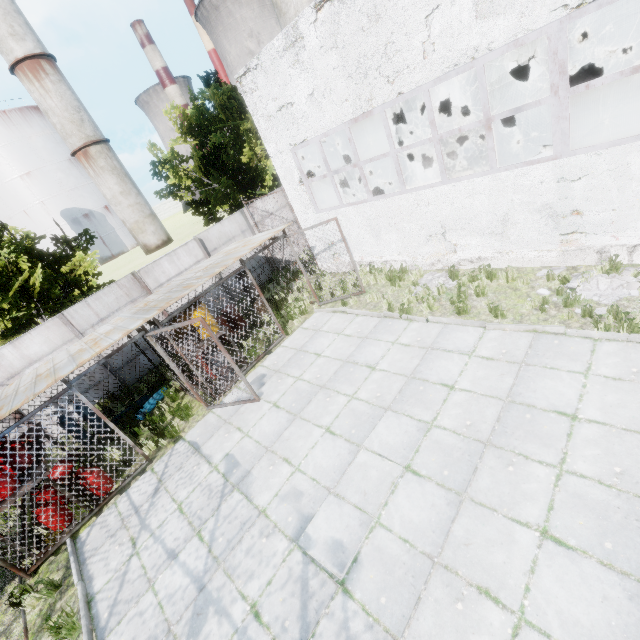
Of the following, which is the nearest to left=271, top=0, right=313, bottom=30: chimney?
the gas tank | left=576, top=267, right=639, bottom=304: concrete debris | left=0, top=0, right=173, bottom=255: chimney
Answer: left=576, top=267, right=639, bottom=304: concrete debris

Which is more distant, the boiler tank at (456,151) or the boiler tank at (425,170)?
the boiler tank at (425,170)

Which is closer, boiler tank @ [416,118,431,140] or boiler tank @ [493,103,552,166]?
boiler tank @ [493,103,552,166]

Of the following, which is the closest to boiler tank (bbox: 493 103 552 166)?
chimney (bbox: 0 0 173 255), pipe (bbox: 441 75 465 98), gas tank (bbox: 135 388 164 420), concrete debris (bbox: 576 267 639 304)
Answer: concrete debris (bbox: 576 267 639 304)

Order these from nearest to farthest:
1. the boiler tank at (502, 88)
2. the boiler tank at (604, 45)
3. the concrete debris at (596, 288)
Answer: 1. the concrete debris at (596, 288)
2. the boiler tank at (604, 45)
3. the boiler tank at (502, 88)

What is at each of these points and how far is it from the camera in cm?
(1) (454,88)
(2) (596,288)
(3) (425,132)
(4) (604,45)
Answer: (1) pipe, 1301
(2) concrete debris, 718
(3) boiler tank, 1391
(4) boiler tank, 895

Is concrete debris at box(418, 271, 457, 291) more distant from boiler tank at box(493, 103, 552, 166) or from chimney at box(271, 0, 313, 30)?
chimney at box(271, 0, 313, 30)
